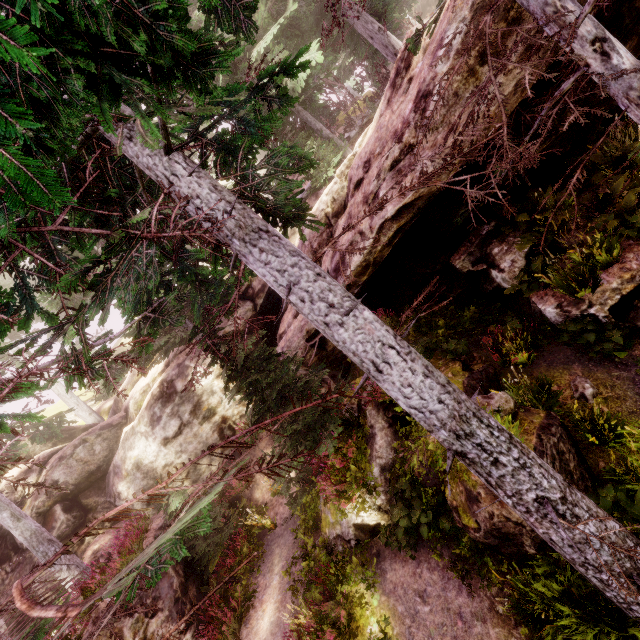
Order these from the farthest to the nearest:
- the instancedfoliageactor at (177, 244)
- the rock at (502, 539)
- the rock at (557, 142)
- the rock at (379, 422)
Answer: the rock at (379, 422)
the rock at (557, 142)
the rock at (502, 539)
the instancedfoliageactor at (177, 244)

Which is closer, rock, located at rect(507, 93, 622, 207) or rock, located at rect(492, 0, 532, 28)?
rock, located at rect(492, 0, 532, 28)

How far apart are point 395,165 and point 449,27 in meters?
2.3 m

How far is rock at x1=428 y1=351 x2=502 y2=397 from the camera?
7.2m

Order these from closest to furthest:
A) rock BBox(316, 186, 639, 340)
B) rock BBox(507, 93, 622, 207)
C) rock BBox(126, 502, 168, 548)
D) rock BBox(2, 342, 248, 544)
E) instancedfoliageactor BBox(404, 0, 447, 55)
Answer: instancedfoliageactor BBox(404, 0, 447, 55), rock BBox(316, 186, 639, 340), rock BBox(507, 93, 622, 207), rock BBox(126, 502, 168, 548), rock BBox(2, 342, 248, 544)

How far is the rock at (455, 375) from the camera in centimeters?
719cm
